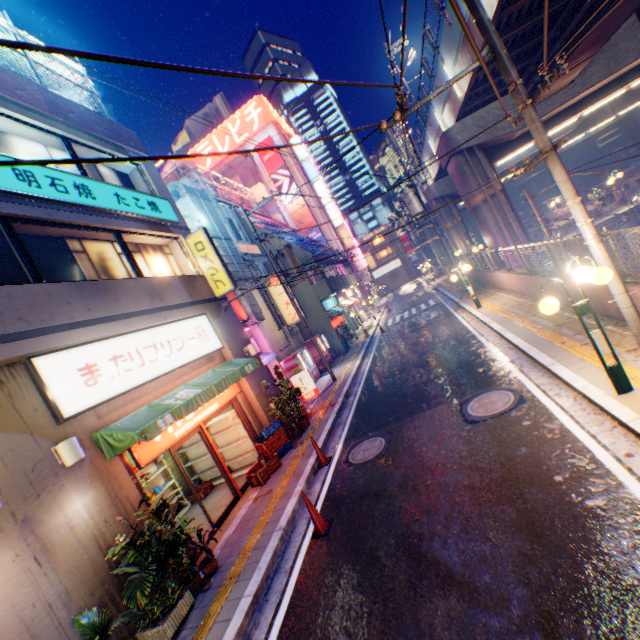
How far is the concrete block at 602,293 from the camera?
7.37m

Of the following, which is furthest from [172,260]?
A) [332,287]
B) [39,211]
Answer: [332,287]

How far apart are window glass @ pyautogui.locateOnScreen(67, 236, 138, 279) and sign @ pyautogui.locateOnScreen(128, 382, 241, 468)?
3.6m

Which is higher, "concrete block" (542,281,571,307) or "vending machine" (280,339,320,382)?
"vending machine" (280,339,320,382)

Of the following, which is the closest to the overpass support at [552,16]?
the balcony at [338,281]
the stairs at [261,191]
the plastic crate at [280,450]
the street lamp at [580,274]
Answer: the street lamp at [580,274]

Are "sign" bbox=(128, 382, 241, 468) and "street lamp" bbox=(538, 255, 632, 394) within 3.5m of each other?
no

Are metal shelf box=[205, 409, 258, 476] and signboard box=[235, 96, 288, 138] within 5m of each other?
no

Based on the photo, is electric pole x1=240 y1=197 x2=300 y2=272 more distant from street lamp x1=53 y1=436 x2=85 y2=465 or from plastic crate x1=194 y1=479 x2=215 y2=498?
street lamp x1=53 y1=436 x2=85 y2=465
